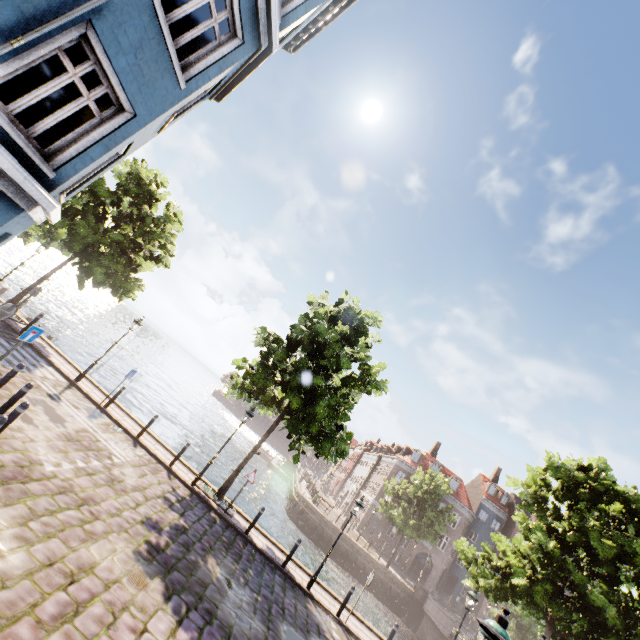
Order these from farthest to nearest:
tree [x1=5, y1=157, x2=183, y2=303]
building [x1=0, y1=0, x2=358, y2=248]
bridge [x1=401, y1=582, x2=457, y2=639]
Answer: bridge [x1=401, y1=582, x2=457, y2=639] → tree [x1=5, y1=157, x2=183, y2=303] → building [x1=0, y1=0, x2=358, y2=248]

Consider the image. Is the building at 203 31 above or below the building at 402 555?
above

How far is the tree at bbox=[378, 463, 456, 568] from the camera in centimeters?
3119cm

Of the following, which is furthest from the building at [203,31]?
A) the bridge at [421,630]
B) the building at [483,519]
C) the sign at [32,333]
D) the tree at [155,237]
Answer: the building at [483,519]

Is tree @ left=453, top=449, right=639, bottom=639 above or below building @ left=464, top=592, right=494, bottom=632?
above

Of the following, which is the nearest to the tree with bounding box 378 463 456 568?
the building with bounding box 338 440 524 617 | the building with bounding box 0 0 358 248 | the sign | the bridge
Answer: the bridge

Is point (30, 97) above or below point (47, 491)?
above
